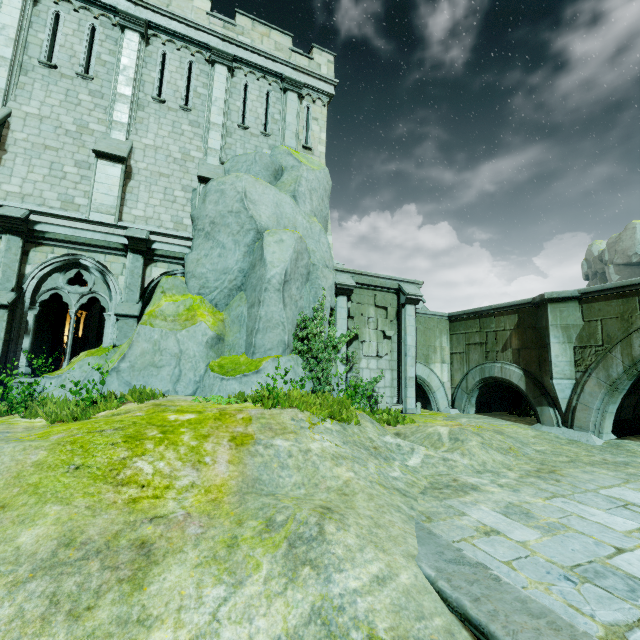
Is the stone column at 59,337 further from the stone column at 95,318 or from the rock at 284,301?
the stone column at 95,318

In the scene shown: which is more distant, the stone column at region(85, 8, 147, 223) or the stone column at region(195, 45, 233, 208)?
the stone column at region(195, 45, 233, 208)

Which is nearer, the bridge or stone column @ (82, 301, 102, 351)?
Answer: the bridge

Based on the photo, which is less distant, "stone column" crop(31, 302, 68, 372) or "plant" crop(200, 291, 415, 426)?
"plant" crop(200, 291, 415, 426)

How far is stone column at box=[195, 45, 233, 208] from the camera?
12.0 meters

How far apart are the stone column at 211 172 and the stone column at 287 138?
2.0 meters

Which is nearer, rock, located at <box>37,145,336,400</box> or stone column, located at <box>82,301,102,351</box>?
rock, located at <box>37,145,336,400</box>

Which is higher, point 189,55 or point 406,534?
point 189,55
